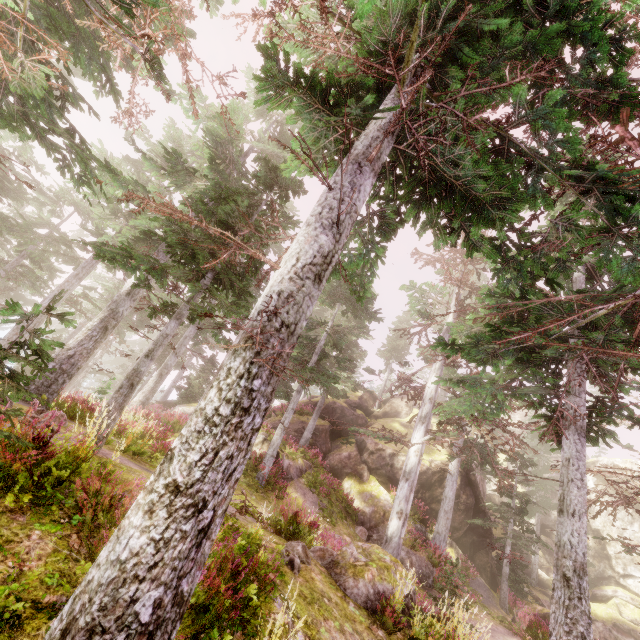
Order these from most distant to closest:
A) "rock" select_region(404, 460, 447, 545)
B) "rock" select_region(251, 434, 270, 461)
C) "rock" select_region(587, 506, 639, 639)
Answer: "rock" select_region(587, 506, 639, 639) → "rock" select_region(404, 460, 447, 545) → "rock" select_region(251, 434, 270, 461)

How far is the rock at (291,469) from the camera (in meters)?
16.86

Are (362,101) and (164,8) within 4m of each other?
yes

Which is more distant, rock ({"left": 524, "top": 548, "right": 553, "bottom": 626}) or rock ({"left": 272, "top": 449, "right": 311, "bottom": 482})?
rock ({"left": 272, "top": 449, "right": 311, "bottom": 482})

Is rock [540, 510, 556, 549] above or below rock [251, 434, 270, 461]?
above

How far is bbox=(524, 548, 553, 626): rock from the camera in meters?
15.3
